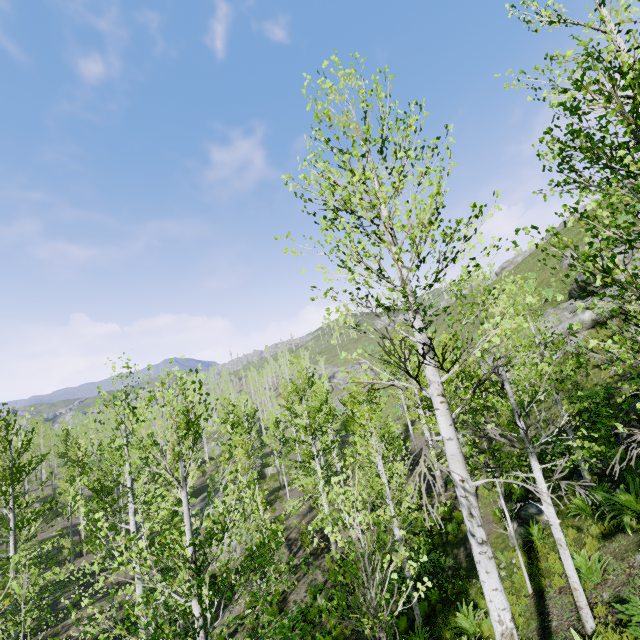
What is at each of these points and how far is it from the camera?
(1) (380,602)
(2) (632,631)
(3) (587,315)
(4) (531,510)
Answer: (1) instancedfoliageactor, 5.57m
(2) instancedfoliageactor, 4.36m
(3) rock, 23.28m
(4) rock, 10.99m

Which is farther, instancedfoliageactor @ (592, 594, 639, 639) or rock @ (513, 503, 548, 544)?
rock @ (513, 503, 548, 544)

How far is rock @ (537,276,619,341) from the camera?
23.1 meters

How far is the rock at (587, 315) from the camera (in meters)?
23.09

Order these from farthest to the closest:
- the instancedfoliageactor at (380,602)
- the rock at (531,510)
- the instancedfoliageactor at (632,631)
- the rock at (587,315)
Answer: the rock at (587,315) < the rock at (531,510) < the instancedfoliageactor at (632,631) < the instancedfoliageactor at (380,602)

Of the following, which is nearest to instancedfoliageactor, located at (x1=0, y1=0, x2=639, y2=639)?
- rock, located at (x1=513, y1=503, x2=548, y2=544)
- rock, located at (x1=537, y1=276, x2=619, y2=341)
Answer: rock, located at (x1=537, y1=276, x2=619, y2=341)
